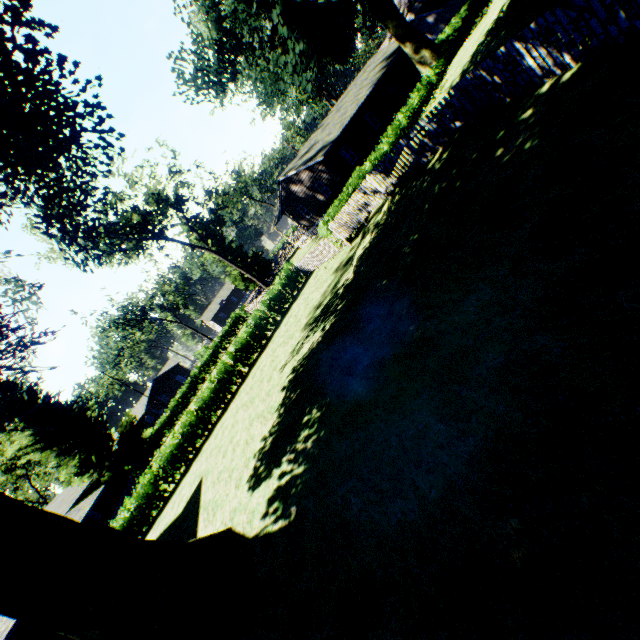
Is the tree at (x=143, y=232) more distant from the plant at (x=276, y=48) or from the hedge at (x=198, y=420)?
the hedge at (x=198, y=420)

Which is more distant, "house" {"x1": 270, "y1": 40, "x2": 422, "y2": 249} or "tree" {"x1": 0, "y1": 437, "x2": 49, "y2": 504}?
"tree" {"x1": 0, "y1": 437, "x2": 49, "y2": 504}

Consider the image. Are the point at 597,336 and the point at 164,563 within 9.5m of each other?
yes

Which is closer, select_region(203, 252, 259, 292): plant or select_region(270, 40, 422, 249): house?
select_region(270, 40, 422, 249): house

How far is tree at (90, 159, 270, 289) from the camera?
28.55m

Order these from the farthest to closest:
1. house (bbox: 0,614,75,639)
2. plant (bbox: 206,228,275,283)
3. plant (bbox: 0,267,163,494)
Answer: plant (bbox: 206,228,275,283)
plant (bbox: 0,267,163,494)
house (bbox: 0,614,75,639)

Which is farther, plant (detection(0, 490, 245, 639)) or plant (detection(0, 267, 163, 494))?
plant (detection(0, 267, 163, 494))

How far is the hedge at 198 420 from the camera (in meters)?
19.31
